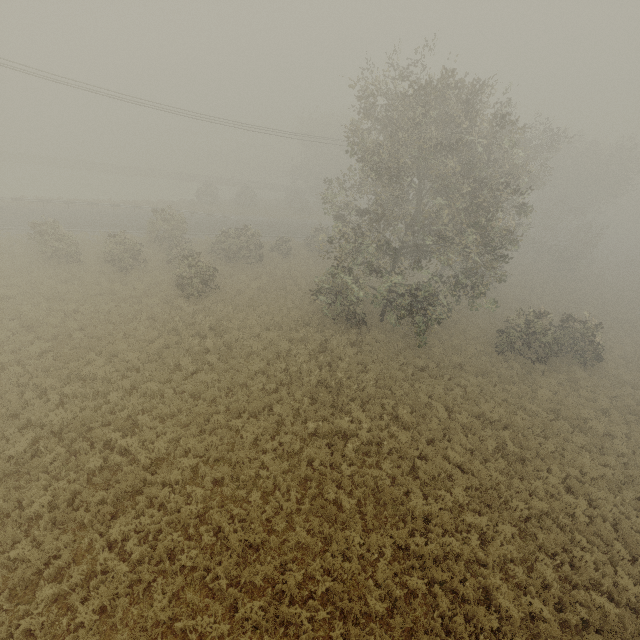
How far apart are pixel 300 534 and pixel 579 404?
18.00m
